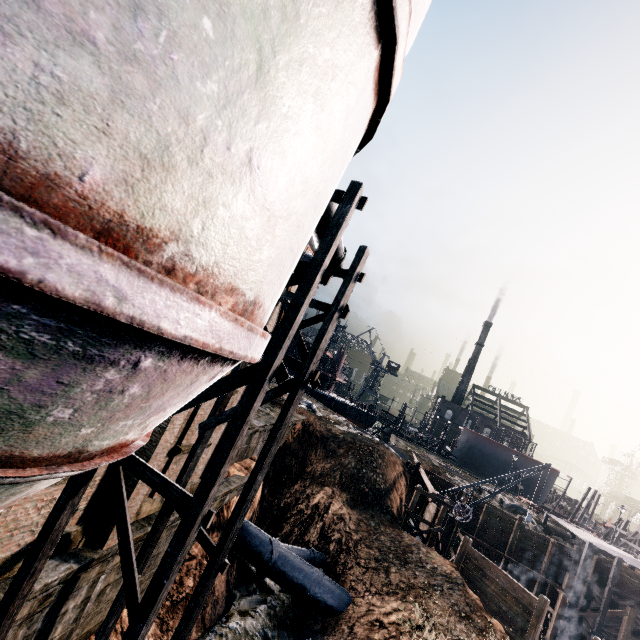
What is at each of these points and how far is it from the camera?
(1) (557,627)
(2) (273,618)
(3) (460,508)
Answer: (1) wooden scaffolding, 26.8 meters
(2) stone debris, 16.2 meters
(3) crane, 24.5 meters

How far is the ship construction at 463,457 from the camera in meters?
55.0

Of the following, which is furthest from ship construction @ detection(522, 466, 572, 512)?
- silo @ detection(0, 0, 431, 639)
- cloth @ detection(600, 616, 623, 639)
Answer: silo @ detection(0, 0, 431, 639)

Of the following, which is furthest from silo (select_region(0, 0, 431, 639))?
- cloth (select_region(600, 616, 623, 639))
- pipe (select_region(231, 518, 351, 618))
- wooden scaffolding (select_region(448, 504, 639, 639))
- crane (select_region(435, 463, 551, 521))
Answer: cloth (select_region(600, 616, 623, 639))

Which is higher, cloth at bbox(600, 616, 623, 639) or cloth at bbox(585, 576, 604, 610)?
cloth at bbox(585, 576, 604, 610)

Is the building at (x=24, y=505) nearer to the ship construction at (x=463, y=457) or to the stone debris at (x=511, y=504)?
the stone debris at (x=511, y=504)

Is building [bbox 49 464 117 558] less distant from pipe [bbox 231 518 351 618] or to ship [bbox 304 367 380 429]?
pipe [bbox 231 518 351 618]

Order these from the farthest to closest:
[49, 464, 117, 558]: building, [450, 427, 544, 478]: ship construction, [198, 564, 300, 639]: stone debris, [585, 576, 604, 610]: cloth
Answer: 1. [450, 427, 544, 478]: ship construction
2. [585, 576, 604, 610]: cloth
3. [198, 564, 300, 639]: stone debris
4. [49, 464, 117, 558]: building
